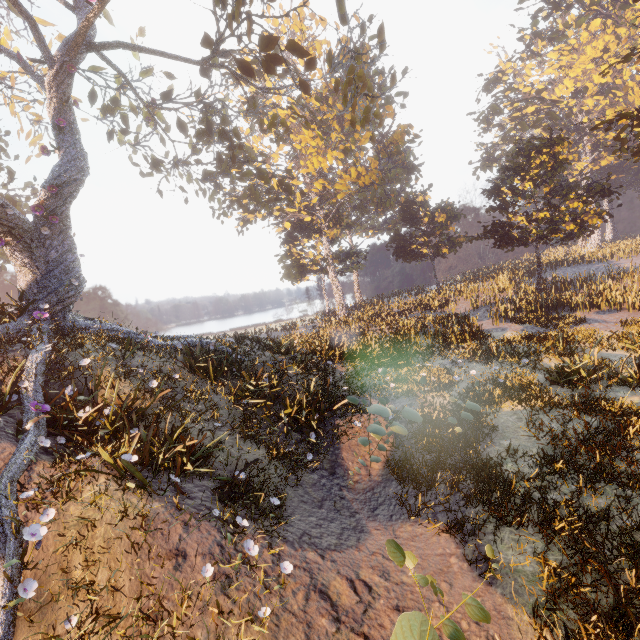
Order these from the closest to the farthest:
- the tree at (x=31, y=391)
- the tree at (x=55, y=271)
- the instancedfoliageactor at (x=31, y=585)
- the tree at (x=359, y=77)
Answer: the instancedfoliageactor at (x=31, y=585) → the tree at (x=31, y=391) → the tree at (x=55, y=271) → the tree at (x=359, y=77)

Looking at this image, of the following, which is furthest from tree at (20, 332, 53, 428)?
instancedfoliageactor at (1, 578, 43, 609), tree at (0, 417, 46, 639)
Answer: instancedfoliageactor at (1, 578, 43, 609)

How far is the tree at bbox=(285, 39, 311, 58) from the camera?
12.6 meters

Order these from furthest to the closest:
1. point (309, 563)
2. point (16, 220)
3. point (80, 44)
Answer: point (80, 44) < point (16, 220) < point (309, 563)

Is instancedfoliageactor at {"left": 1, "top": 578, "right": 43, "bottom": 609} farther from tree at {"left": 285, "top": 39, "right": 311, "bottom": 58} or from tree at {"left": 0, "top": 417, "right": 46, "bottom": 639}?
tree at {"left": 285, "top": 39, "right": 311, "bottom": 58}

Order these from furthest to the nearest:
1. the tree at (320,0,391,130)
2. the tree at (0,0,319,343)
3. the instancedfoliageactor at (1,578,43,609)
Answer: the tree at (320,0,391,130), the tree at (0,0,319,343), the instancedfoliageactor at (1,578,43,609)

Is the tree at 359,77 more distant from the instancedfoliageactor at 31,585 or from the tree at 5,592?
the instancedfoliageactor at 31,585
